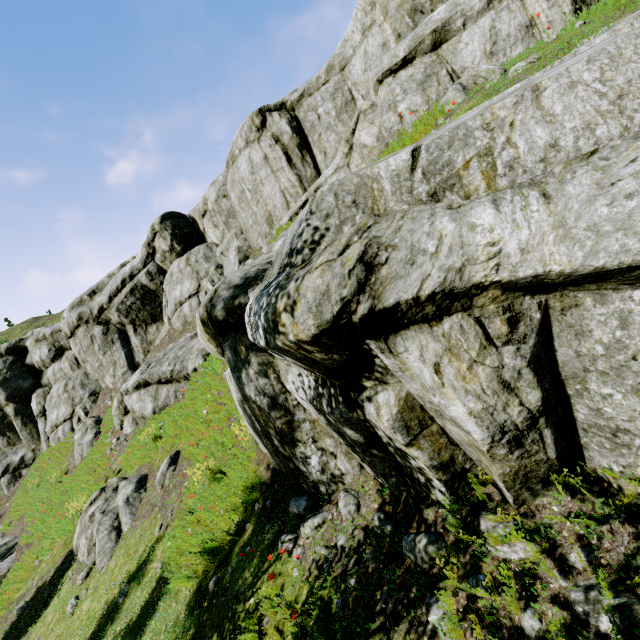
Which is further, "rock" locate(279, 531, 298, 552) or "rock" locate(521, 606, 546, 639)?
"rock" locate(279, 531, 298, 552)

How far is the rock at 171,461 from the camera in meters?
10.3 m

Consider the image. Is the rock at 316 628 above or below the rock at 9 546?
above

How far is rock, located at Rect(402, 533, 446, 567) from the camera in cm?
382

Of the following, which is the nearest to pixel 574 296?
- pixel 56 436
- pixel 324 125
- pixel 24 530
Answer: pixel 324 125

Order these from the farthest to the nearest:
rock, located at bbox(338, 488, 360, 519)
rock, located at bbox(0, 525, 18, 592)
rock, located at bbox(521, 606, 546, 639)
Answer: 1. rock, located at bbox(0, 525, 18, 592)
2. rock, located at bbox(338, 488, 360, 519)
3. rock, located at bbox(521, 606, 546, 639)

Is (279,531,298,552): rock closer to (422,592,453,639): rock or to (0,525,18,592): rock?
(422,592,453,639): rock

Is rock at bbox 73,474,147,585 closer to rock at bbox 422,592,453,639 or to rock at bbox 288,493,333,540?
rock at bbox 288,493,333,540
